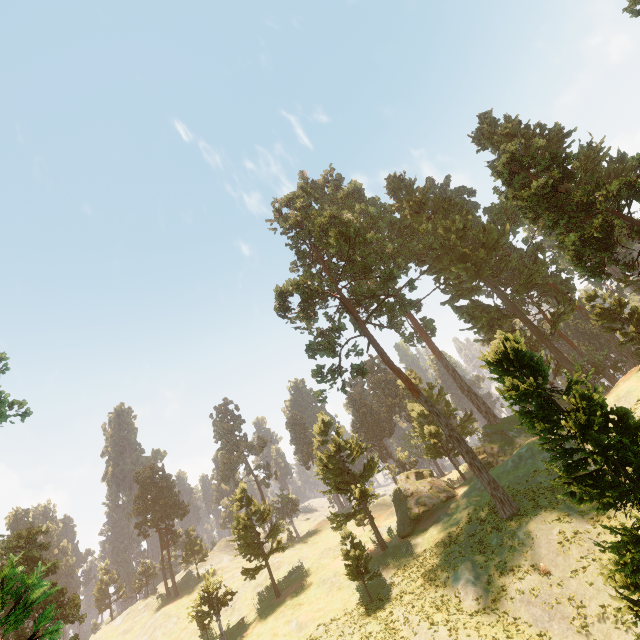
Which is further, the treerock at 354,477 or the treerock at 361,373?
the treerock at 361,373

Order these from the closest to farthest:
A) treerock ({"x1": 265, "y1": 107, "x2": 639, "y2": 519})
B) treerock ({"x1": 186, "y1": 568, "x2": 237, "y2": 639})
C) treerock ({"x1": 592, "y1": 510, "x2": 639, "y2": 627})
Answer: treerock ({"x1": 592, "y1": 510, "x2": 639, "y2": 627}), treerock ({"x1": 265, "y1": 107, "x2": 639, "y2": 519}), treerock ({"x1": 186, "y1": 568, "x2": 237, "y2": 639})

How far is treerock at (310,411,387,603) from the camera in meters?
30.7

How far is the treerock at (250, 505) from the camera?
40.2 meters

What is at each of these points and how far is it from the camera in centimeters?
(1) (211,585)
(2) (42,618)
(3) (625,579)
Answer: (1) treerock, 3928cm
(2) treerock, 276cm
(3) treerock, 1130cm

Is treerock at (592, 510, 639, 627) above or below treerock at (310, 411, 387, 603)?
below
